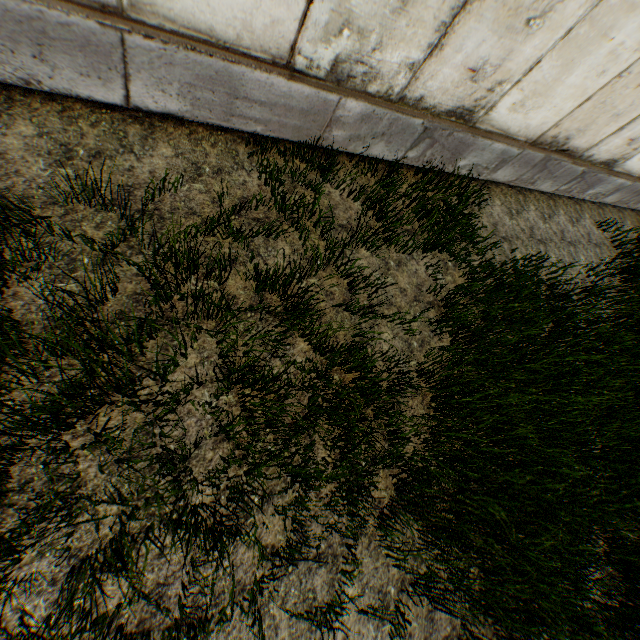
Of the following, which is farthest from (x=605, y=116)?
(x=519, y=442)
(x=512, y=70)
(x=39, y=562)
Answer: (x=39, y=562)
